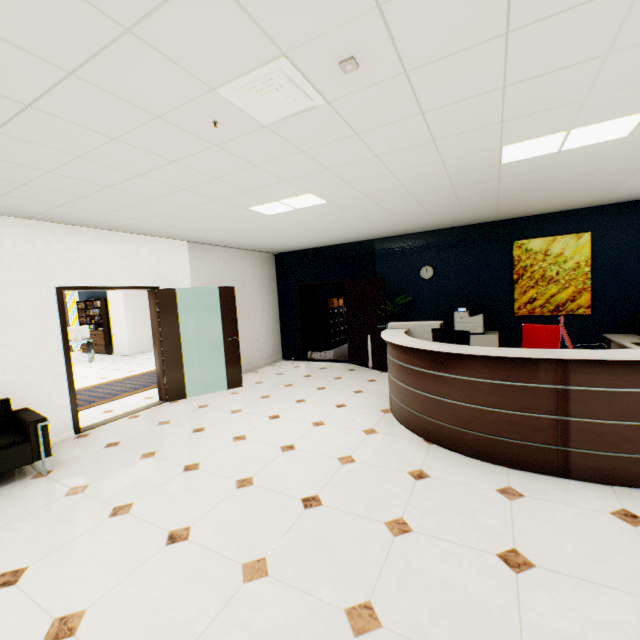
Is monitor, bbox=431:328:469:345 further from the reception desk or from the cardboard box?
the cardboard box

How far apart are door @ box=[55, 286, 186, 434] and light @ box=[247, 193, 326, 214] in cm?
244

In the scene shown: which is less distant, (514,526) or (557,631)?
(557,631)

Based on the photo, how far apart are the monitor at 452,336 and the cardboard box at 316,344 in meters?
6.2

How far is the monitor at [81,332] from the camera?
10.68m

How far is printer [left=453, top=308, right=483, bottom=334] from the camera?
6.2m

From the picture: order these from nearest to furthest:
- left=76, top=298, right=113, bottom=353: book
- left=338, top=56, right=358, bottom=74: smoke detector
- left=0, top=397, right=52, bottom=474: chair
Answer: left=338, top=56, right=358, bottom=74: smoke detector, left=0, top=397, right=52, bottom=474: chair, left=76, top=298, right=113, bottom=353: book

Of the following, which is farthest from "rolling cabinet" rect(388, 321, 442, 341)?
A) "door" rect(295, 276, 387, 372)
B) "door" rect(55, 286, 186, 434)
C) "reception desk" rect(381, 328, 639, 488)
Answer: "door" rect(55, 286, 186, 434)
